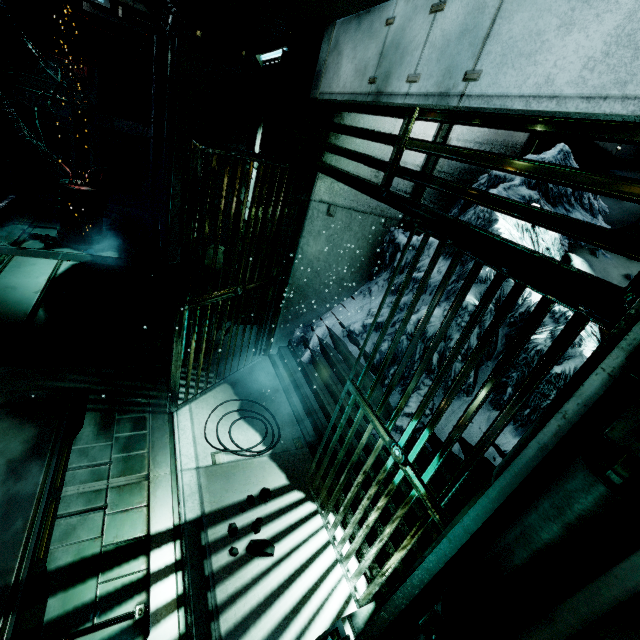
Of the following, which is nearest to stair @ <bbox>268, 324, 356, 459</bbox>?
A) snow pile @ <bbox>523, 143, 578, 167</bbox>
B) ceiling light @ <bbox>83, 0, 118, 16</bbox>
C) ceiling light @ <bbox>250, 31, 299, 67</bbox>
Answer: snow pile @ <bbox>523, 143, 578, 167</bbox>

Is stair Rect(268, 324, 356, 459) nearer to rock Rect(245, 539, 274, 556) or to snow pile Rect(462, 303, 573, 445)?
snow pile Rect(462, 303, 573, 445)

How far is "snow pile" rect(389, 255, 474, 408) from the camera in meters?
3.6 m

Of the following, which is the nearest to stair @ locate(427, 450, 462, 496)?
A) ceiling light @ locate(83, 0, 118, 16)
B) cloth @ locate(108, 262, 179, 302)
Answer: cloth @ locate(108, 262, 179, 302)

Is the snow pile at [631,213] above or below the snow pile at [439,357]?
above

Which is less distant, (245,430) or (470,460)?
(470,460)

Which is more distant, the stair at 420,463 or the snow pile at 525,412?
the stair at 420,463

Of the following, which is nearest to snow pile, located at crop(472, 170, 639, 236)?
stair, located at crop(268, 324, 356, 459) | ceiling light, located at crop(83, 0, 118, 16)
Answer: stair, located at crop(268, 324, 356, 459)
